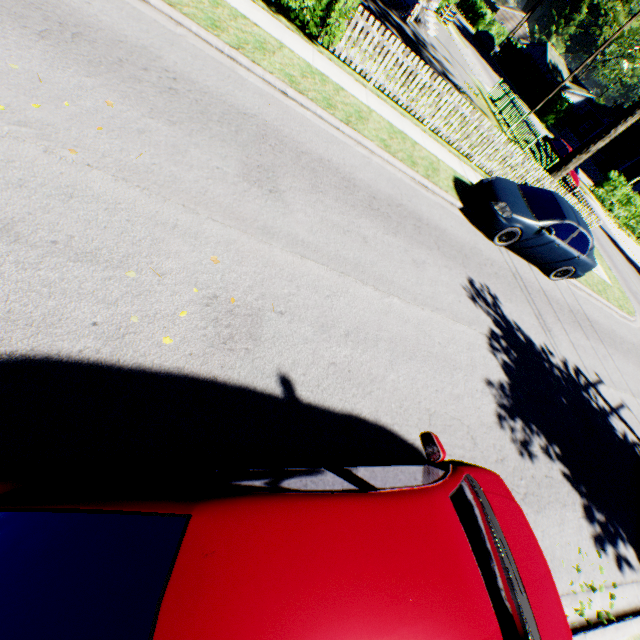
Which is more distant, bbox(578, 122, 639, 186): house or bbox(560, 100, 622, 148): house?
bbox(560, 100, 622, 148): house

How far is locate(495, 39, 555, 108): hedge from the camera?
39.7 meters

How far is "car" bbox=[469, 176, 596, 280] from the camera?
8.77m

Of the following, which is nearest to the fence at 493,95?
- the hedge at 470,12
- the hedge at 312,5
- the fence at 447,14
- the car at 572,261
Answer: the hedge at 312,5

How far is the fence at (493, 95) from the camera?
9.36m

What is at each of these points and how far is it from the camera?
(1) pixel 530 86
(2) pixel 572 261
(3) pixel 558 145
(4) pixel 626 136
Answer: (1) hedge, 41.25m
(2) car, 9.94m
(3) car, 21.44m
(4) house, 38.69m

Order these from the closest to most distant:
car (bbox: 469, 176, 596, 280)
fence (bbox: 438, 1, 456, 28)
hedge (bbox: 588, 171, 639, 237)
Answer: car (bbox: 469, 176, 596, 280) < hedge (bbox: 588, 171, 639, 237) < fence (bbox: 438, 1, 456, 28)

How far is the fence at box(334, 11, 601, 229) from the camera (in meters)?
9.36
